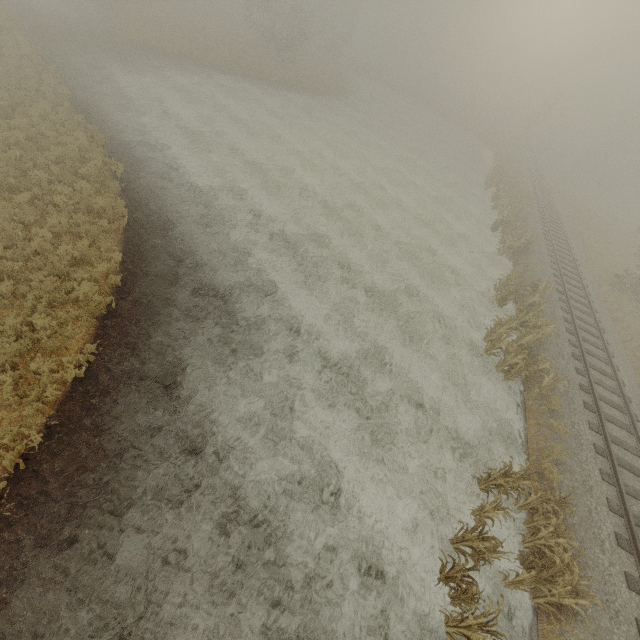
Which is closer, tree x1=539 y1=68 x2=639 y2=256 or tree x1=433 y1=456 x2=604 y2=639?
tree x1=433 y1=456 x2=604 y2=639

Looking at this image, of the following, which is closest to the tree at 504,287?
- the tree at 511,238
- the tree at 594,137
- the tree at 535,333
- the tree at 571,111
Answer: the tree at 535,333

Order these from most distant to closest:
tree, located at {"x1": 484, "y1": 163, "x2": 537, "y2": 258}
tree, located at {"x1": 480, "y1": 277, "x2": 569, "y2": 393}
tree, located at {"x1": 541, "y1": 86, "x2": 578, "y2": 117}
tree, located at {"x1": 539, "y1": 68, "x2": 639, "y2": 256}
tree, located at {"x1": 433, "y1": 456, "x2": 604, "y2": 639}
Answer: tree, located at {"x1": 539, "y1": 68, "x2": 639, "y2": 256} → tree, located at {"x1": 541, "y1": 86, "x2": 578, "y2": 117} → tree, located at {"x1": 484, "y1": 163, "x2": 537, "y2": 258} → tree, located at {"x1": 480, "y1": 277, "x2": 569, "y2": 393} → tree, located at {"x1": 433, "y1": 456, "x2": 604, "y2": 639}

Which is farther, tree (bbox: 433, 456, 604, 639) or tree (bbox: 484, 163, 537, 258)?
tree (bbox: 484, 163, 537, 258)

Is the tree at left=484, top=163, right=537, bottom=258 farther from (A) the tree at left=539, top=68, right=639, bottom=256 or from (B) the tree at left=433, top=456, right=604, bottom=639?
(A) the tree at left=539, top=68, right=639, bottom=256

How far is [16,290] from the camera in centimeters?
866cm

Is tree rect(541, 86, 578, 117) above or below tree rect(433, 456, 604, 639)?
above
